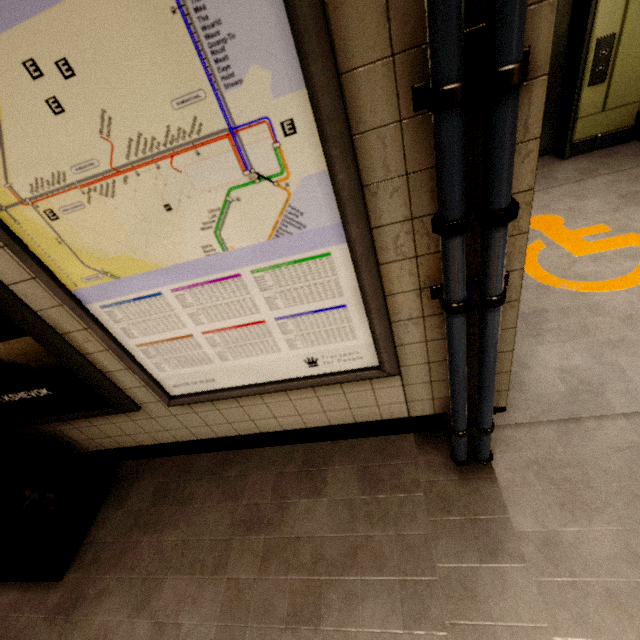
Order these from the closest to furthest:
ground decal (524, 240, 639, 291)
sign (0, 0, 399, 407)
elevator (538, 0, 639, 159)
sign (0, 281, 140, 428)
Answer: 1. sign (0, 0, 399, 407)
2. sign (0, 281, 140, 428)
3. ground decal (524, 240, 639, 291)
4. elevator (538, 0, 639, 159)

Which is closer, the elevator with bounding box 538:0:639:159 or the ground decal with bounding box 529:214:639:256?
the ground decal with bounding box 529:214:639:256

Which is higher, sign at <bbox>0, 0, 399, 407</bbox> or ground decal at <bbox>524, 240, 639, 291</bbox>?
sign at <bbox>0, 0, 399, 407</bbox>

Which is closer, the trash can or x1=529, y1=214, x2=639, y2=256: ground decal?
the trash can

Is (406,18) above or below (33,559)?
above

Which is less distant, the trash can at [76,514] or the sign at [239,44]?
the sign at [239,44]

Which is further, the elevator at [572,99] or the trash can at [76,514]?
the elevator at [572,99]

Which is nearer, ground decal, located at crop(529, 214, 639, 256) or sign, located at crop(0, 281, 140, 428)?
sign, located at crop(0, 281, 140, 428)
